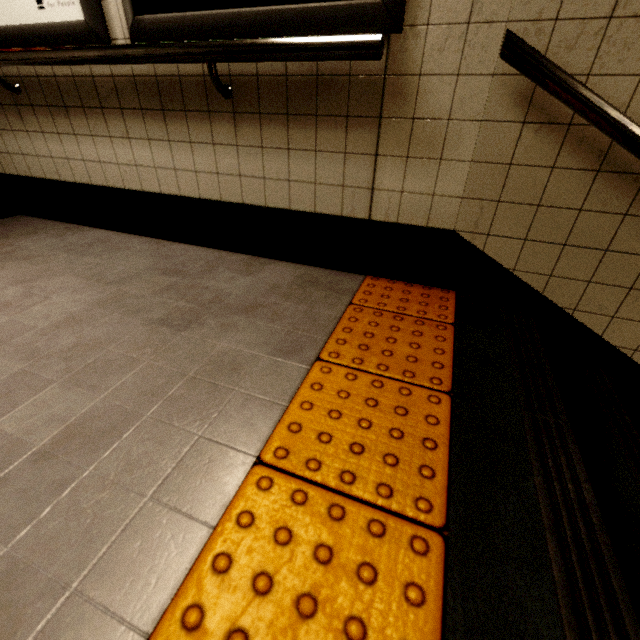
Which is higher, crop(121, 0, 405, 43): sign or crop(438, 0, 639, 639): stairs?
crop(121, 0, 405, 43): sign

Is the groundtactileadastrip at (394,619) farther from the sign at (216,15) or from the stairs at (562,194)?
the sign at (216,15)

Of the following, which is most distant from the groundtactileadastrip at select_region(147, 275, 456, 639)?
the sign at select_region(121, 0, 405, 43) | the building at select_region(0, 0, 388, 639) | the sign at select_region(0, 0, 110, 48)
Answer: the sign at select_region(0, 0, 110, 48)

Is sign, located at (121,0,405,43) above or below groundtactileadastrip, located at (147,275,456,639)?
above

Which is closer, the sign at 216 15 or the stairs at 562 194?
the stairs at 562 194

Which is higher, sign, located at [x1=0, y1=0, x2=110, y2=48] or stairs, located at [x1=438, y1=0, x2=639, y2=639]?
sign, located at [x1=0, y1=0, x2=110, y2=48]

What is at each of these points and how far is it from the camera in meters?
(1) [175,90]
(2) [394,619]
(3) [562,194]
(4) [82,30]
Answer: (1) building, 1.6
(2) groundtactileadastrip, 0.6
(3) stairs, 1.3
(4) sign, 1.6

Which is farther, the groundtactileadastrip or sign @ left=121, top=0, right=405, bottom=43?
sign @ left=121, top=0, right=405, bottom=43
